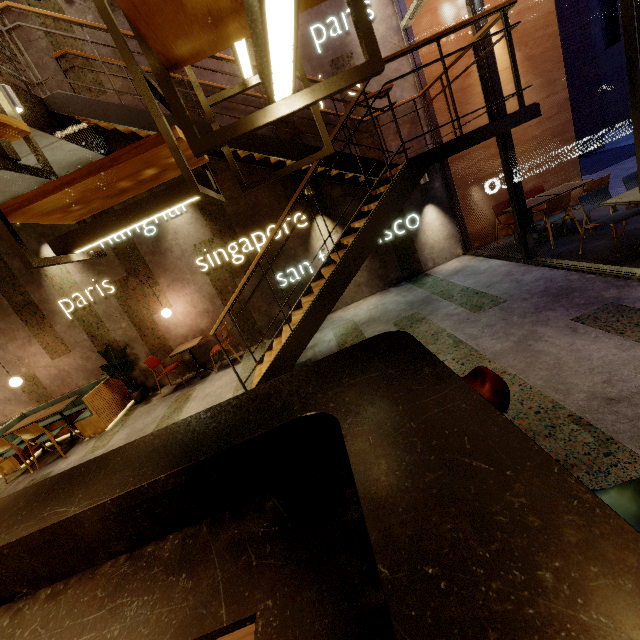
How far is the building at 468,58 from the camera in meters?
6.3 m

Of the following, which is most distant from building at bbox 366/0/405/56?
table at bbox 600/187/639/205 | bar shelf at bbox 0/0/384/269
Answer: table at bbox 600/187/639/205

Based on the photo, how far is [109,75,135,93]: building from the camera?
5.9 meters

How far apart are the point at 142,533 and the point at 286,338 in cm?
324

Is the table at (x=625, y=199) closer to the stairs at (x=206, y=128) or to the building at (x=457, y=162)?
the building at (x=457, y=162)

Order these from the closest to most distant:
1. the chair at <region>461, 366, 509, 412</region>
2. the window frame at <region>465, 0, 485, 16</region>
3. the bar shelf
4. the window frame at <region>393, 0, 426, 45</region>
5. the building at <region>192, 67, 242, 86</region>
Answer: the bar shelf < the chair at <region>461, 366, 509, 412</region> < the window frame at <region>465, 0, 485, 16</region> < the window frame at <region>393, 0, 426, 45</region> < the building at <region>192, 67, 242, 86</region>

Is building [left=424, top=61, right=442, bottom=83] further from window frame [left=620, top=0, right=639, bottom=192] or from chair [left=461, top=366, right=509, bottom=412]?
chair [left=461, top=366, right=509, bottom=412]

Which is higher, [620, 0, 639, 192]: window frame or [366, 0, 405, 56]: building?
[366, 0, 405, 56]: building
